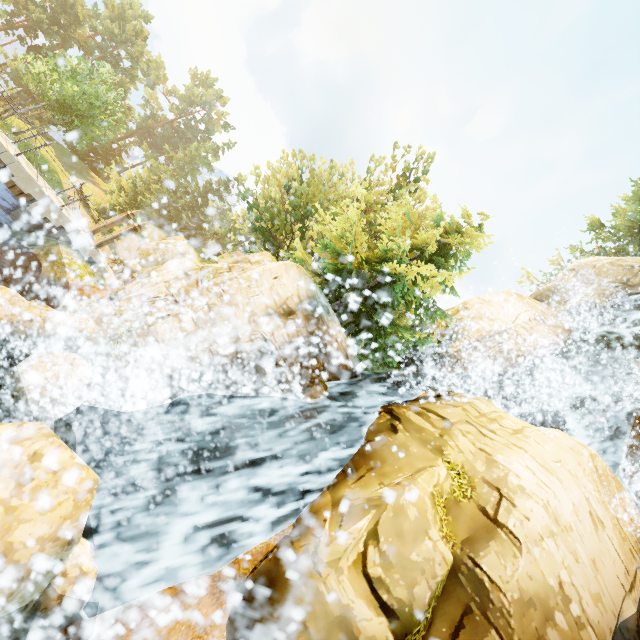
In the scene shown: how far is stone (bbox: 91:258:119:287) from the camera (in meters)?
16.08

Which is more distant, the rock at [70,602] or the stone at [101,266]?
the stone at [101,266]

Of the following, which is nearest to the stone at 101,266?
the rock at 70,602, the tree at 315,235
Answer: the tree at 315,235

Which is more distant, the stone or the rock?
the stone

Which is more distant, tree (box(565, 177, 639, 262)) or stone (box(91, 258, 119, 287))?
tree (box(565, 177, 639, 262))

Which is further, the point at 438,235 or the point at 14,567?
the point at 438,235

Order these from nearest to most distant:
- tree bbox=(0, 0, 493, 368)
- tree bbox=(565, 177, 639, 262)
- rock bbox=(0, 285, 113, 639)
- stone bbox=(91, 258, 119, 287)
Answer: rock bbox=(0, 285, 113, 639), tree bbox=(0, 0, 493, 368), stone bbox=(91, 258, 119, 287), tree bbox=(565, 177, 639, 262)

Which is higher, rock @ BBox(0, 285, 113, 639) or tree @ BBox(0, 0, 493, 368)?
tree @ BBox(0, 0, 493, 368)
